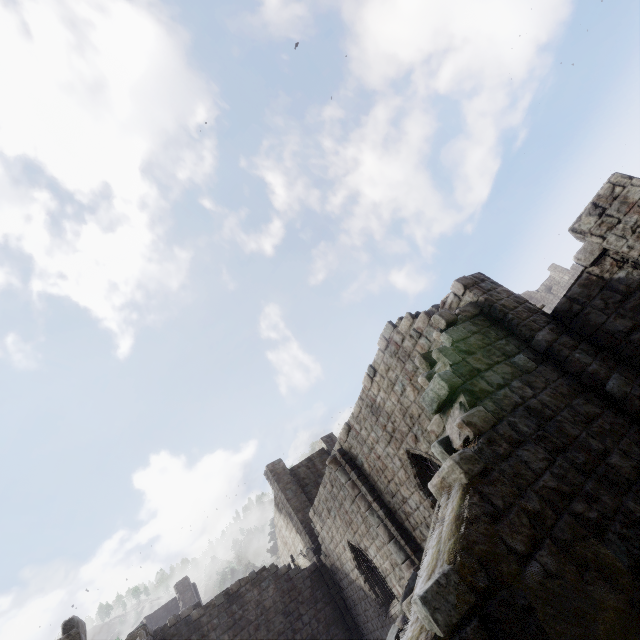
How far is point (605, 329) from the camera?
7.0 meters

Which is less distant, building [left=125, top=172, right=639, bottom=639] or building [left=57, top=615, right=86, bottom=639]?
building [left=125, top=172, right=639, bottom=639]

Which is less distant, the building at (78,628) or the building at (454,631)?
the building at (454,631)
